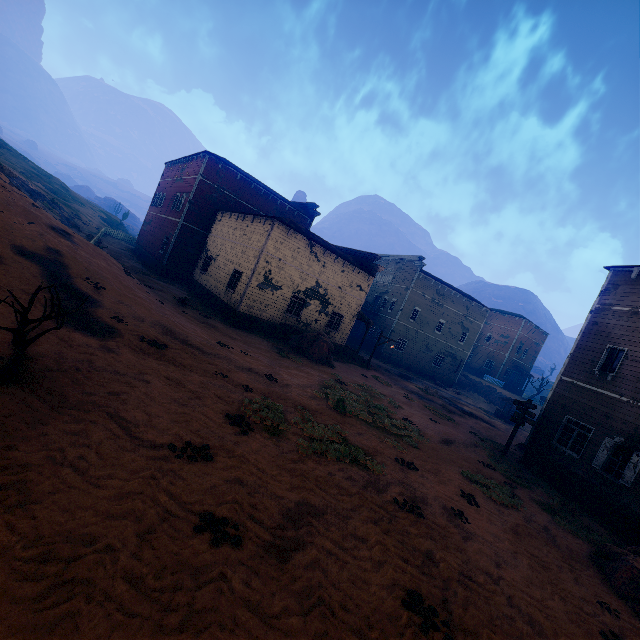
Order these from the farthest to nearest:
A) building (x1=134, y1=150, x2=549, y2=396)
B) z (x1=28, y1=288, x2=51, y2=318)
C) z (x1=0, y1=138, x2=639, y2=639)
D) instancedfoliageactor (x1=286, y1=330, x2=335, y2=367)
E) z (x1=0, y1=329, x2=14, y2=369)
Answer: building (x1=134, y1=150, x2=549, y2=396), instancedfoliageactor (x1=286, y1=330, x2=335, y2=367), z (x1=28, y1=288, x2=51, y2=318), z (x1=0, y1=329, x2=14, y2=369), z (x1=0, y1=138, x2=639, y2=639)

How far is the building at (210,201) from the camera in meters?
20.9 m

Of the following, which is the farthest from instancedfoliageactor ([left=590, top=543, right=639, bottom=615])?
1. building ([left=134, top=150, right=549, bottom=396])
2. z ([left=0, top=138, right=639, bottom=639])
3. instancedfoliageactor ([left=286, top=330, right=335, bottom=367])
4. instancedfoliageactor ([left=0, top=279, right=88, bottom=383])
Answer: instancedfoliageactor ([left=0, top=279, right=88, bottom=383])

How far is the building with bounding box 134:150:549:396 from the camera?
20.9 meters

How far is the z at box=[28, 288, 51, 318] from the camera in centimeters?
873cm

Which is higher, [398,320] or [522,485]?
[398,320]

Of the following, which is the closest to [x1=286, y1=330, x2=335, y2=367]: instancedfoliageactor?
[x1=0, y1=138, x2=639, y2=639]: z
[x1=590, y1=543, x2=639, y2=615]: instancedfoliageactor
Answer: [x1=0, y1=138, x2=639, y2=639]: z

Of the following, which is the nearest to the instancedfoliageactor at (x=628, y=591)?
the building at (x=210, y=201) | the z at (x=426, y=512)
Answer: the z at (x=426, y=512)
